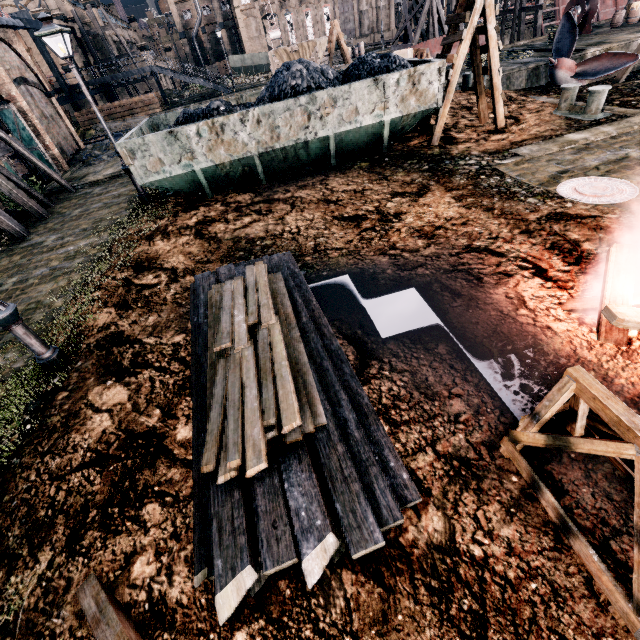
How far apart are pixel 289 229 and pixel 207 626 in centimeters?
790cm

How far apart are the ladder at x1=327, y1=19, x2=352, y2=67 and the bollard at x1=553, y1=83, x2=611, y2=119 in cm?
1737

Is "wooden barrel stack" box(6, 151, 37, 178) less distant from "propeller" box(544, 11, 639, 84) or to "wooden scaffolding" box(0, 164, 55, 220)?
"wooden scaffolding" box(0, 164, 55, 220)

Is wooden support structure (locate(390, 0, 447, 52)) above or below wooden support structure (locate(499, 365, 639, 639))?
above

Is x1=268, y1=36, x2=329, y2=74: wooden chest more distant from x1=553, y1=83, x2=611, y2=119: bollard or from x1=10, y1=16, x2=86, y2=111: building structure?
x1=10, y1=16, x2=86, y2=111: building structure

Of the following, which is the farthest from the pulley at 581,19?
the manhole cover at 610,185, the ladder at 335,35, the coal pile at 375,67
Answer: the manhole cover at 610,185

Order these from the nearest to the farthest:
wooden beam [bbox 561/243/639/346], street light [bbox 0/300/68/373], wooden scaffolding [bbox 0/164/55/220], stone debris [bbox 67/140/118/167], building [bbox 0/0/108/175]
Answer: wooden beam [bbox 561/243/639/346] → street light [bbox 0/300/68/373] → wooden scaffolding [bbox 0/164/55/220] → building [bbox 0/0/108/175] → stone debris [bbox 67/140/118/167]

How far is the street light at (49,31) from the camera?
9.5 meters
